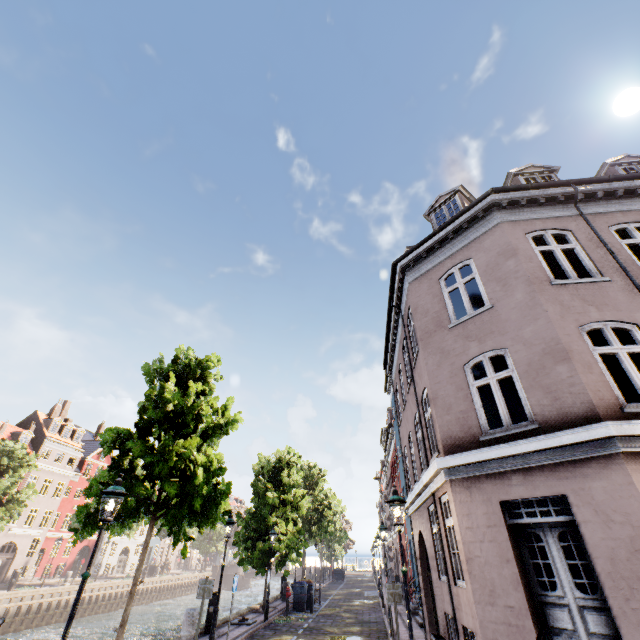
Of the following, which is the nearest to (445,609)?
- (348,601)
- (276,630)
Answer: (276,630)

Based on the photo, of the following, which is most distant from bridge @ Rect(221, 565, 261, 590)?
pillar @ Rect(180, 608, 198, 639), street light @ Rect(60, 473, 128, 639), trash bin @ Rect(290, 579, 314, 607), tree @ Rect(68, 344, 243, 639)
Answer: street light @ Rect(60, 473, 128, 639)

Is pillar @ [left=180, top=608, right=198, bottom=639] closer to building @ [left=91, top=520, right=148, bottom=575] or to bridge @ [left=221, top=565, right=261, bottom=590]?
building @ [left=91, top=520, right=148, bottom=575]

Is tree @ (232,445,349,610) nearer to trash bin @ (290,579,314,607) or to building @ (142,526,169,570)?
trash bin @ (290,579,314,607)

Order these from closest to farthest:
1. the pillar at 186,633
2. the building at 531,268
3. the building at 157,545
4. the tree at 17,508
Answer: the building at 531,268, the pillar at 186,633, the tree at 17,508, the building at 157,545

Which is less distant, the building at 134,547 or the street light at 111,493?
the street light at 111,493

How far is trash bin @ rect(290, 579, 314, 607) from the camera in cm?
1940

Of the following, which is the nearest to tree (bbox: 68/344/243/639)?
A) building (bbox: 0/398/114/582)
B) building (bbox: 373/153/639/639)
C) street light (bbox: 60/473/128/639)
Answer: street light (bbox: 60/473/128/639)
